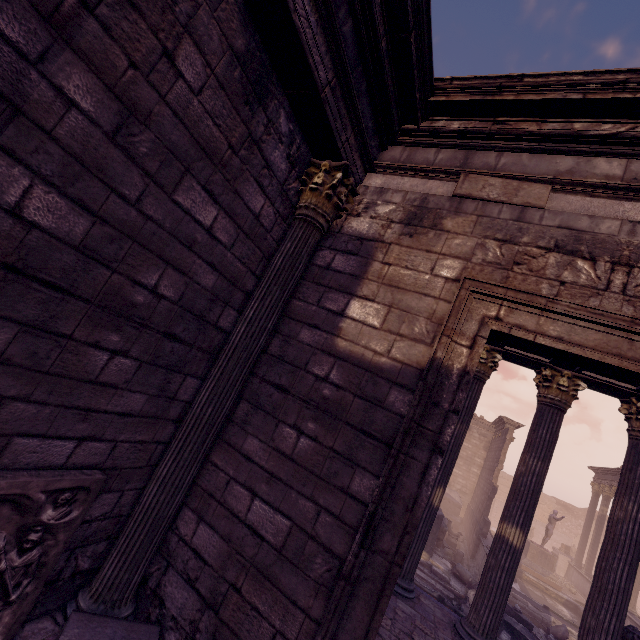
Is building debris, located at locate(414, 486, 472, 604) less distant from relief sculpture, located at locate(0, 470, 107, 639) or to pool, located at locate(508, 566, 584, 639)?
pool, located at locate(508, 566, 584, 639)

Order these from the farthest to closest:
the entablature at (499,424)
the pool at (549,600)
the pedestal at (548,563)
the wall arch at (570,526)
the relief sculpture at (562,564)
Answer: the wall arch at (570,526) → the relief sculpture at (562,564) → the entablature at (499,424) → the pedestal at (548,563) → the pool at (549,600)

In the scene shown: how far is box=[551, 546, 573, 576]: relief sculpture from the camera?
21.75m

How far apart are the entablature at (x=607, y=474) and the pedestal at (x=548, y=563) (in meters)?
5.64

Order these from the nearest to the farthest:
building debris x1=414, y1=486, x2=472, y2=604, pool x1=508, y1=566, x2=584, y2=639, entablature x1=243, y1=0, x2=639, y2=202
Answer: entablature x1=243, y1=0, x2=639, y2=202, building debris x1=414, y1=486, x2=472, y2=604, pool x1=508, y1=566, x2=584, y2=639

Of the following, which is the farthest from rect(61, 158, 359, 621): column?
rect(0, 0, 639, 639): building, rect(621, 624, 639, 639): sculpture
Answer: rect(621, 624, 639, 639): sculpture

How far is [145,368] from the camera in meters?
2.7

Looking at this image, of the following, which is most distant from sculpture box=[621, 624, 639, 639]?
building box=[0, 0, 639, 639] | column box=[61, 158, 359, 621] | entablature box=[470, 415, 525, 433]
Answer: entablature box=[470, 415, 525, 433]
